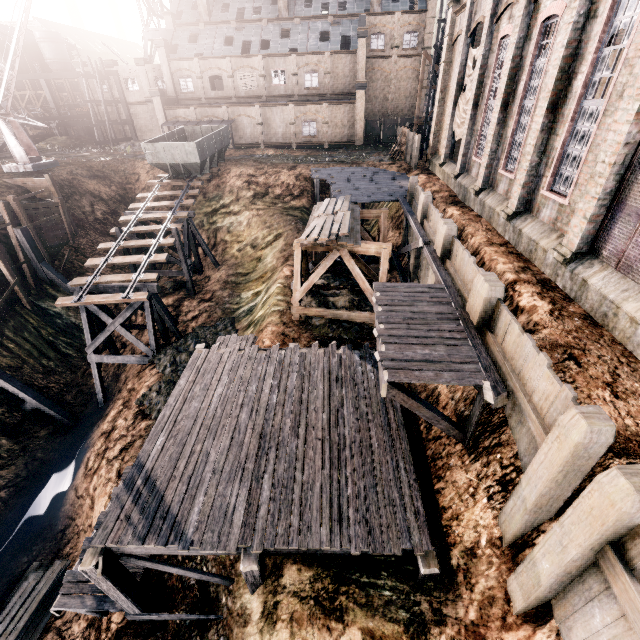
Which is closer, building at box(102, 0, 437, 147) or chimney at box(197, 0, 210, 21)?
building at box(102, 0, 437, 147)

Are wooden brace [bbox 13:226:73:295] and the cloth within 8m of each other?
no

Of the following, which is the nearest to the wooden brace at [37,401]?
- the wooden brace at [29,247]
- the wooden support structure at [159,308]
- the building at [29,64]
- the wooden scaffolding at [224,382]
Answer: the wooden support structure at [159,308]

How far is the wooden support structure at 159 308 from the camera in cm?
2034

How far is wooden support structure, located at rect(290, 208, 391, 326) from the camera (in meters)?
15.79

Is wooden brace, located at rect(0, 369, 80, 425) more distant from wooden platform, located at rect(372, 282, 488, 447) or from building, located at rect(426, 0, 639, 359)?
building, located at rect(426, 0, 639, 359)

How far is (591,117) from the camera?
10.4 meters

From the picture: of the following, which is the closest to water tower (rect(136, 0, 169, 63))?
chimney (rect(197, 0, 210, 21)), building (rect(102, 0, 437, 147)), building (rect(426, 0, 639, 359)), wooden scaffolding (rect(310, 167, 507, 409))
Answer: building (rect(102, 0, 437, 147))
